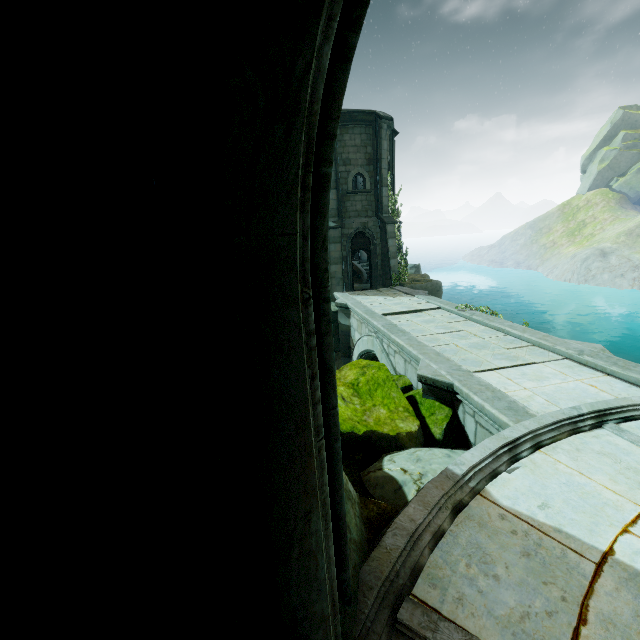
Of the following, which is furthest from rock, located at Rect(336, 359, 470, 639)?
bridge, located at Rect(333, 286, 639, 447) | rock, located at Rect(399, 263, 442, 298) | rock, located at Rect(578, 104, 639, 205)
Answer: rock, located at Rect(578, 104, 639, 205)

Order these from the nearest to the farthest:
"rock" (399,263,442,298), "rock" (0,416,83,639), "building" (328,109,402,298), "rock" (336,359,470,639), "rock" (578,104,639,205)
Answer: "rock" (0,416,83,639) → "rock" (336,359,470,639) → "building" (328,109,402,298) → "rock" (399,263,442,298) → "rock" (578,104,639,205)

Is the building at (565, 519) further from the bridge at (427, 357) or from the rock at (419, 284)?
the rock at (419, 284)

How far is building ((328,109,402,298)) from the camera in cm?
1788

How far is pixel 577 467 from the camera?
4.5m

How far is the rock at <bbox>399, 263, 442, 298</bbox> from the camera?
18.7m

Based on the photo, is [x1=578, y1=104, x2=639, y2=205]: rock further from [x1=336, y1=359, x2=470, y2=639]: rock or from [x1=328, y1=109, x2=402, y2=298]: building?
[x1=336, y1=359, x2=470, y2=639]: rock

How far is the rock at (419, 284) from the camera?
18.7 meters
